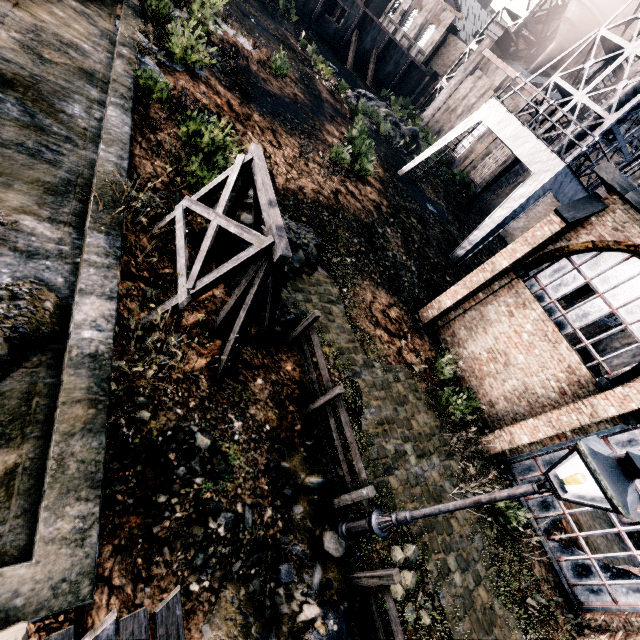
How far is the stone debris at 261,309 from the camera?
9.1 meters

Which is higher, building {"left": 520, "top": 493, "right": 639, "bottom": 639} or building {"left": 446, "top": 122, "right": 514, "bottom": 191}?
building {"left": 446, "top": 122, "right": 514, "bottom": 191}

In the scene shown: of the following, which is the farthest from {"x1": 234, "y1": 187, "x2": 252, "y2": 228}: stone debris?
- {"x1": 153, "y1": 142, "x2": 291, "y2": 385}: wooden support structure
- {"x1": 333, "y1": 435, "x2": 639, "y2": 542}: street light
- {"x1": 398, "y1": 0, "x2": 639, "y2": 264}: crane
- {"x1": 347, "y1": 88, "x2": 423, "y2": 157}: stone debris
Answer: {"x1": 347, "y1": 88, "x2": 423, "y2": 157}: stone debris

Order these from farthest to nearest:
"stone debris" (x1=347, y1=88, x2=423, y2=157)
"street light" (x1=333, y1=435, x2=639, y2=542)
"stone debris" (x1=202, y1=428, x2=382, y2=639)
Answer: "stone debris" (x1=347, y1=88, x2=423, y2=157) → "stone debris" (x1=202, y1=428, x2=382, y2=639) → "street light" (x1=333, y1=435, x2=639, y2=542)

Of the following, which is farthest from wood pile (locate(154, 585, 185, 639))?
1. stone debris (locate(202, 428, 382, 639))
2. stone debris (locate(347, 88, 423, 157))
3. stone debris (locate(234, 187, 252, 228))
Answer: stone debris (locate(347, 88, 423, 157))

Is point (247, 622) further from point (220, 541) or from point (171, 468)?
point (171, 468)

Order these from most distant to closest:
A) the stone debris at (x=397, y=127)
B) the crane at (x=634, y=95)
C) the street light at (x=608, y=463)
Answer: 1. the stone debris at (x=397, y=127)
2. the crane at (x=634, y=95)
3. the street light at (x=608, y=463)

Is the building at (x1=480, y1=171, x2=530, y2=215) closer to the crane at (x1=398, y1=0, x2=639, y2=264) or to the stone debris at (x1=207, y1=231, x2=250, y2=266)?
the crane at (x1=398, y1=0, x2=639, y2=264)
